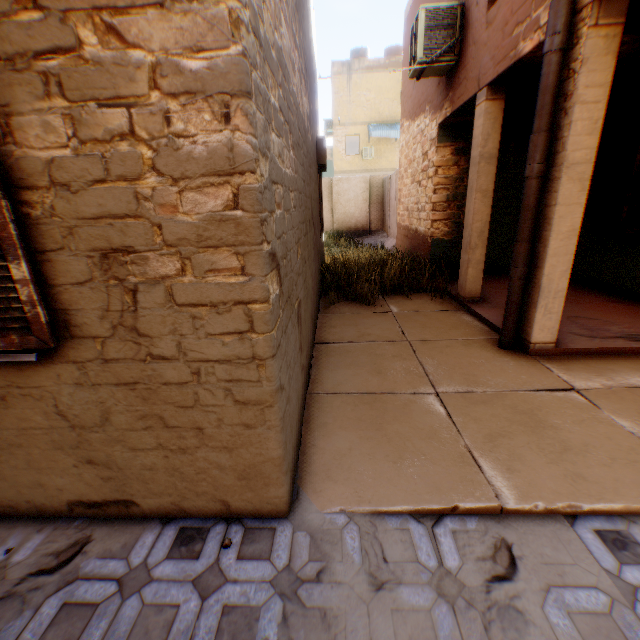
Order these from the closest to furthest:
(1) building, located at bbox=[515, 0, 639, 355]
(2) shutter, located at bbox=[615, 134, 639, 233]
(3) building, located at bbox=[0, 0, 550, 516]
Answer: (3) building, located at bbox=[0, 0, 550, 516] → (1) building, located at bbox=[515, 0, 639, 355] → (2) shutter, located at bbox=[615, 134, 639, 233]

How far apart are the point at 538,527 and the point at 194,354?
2.26m

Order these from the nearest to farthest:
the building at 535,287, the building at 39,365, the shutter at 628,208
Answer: the building at 39,365 < the building at 535,287 < the shutter at 628,208

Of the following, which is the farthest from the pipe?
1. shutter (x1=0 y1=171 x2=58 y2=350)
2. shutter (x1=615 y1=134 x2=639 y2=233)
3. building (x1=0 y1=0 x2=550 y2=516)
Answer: shutter (x1=0 y1=171 x2=58 y2=350)

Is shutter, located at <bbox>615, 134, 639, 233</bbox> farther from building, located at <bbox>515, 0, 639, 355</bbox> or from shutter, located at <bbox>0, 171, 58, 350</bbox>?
shutter, located at <bbox>0, 171, 58, 350</bbox>

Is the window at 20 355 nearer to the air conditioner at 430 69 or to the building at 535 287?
the building at 535 287

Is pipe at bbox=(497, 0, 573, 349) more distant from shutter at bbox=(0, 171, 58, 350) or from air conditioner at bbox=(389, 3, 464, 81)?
shutter at bbox=(0, 171, 58, 350)

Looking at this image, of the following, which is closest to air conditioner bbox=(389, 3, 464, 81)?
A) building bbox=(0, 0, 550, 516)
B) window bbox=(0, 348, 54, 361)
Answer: building bbox=(0, 0, 550, 516)
